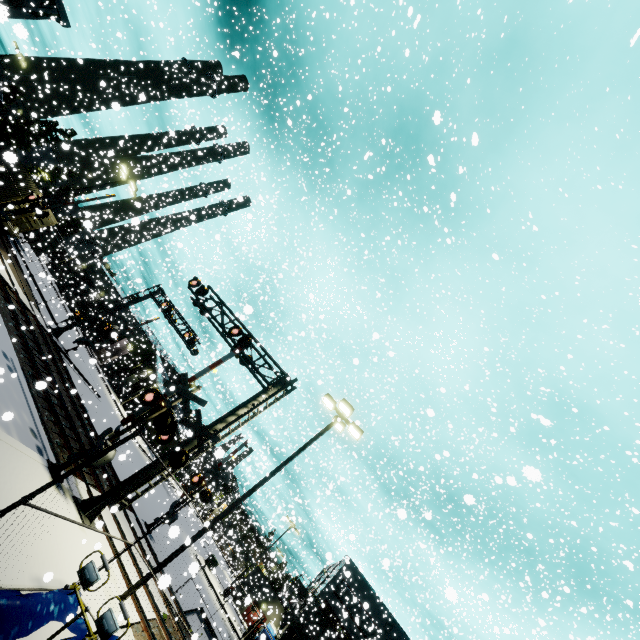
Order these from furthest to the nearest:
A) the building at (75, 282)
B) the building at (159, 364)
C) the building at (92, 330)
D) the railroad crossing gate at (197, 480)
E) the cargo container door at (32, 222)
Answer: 1. the building at (92, 330)
2. the building at (75, 282)
3. the building at (159, 364)
4. the cargo container door at (32, 222)
5. the railroad crossing gate at (197, 480)

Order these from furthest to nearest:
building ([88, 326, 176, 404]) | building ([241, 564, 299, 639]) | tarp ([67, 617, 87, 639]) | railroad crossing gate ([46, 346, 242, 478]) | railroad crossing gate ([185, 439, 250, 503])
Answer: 1. building ([88, 326, 176, 404])
2. building ([241, 564, 299, 639])
3. railroad crossing gate ([185, 439, 250, 503])
4. railroad crossing gate ([46, 346, 242, 478])
5. tarp ([67, 617, 87, 639])

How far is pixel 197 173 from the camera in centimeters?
1822cm

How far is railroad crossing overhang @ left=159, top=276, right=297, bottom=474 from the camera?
12.5 meters

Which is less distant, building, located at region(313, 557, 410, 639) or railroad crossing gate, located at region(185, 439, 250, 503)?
A: railroad crossing gate, located at region(185, 439, 250, 503)

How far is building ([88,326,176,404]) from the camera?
40.84m

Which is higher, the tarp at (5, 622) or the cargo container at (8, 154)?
the cargo container at (8, 154)

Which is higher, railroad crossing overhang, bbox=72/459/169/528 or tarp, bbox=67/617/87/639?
railroad crossing overhang, bbox=72/459/169/528
